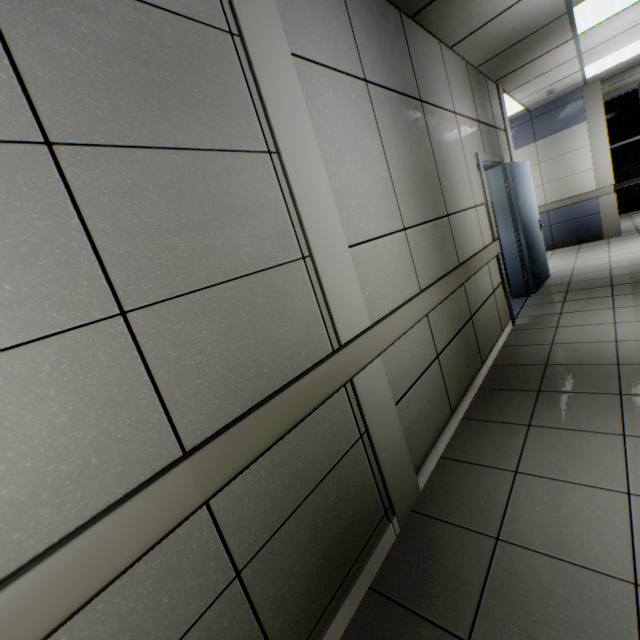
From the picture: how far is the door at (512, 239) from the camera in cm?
413

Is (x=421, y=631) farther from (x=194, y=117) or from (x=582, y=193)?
(x=582, y=193)

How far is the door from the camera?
4.13m
